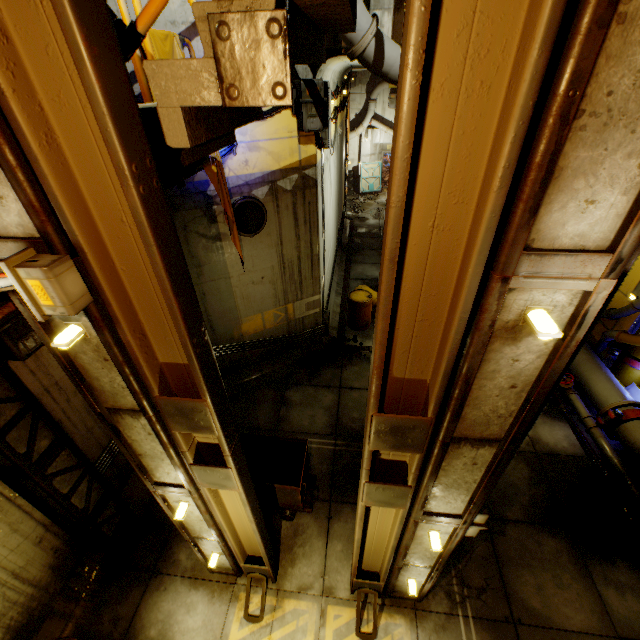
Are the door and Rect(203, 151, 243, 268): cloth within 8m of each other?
no

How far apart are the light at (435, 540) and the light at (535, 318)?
3.0m

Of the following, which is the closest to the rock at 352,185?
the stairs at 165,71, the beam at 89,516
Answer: the stairs at 165,71

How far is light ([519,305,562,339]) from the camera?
1.7m

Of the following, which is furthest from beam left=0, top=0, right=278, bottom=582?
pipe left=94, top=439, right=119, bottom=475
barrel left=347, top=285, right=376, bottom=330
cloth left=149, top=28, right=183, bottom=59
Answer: barrel left=347, top=285, right=376, bottom=330

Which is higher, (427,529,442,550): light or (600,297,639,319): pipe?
(427,529,442,550): light

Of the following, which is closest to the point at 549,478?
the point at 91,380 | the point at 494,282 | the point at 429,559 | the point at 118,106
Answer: the point at 429,559

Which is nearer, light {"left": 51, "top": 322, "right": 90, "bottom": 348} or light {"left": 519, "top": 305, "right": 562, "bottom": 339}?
light {"left": 519, "top": 305, "right": 562, "bottom": 339}
